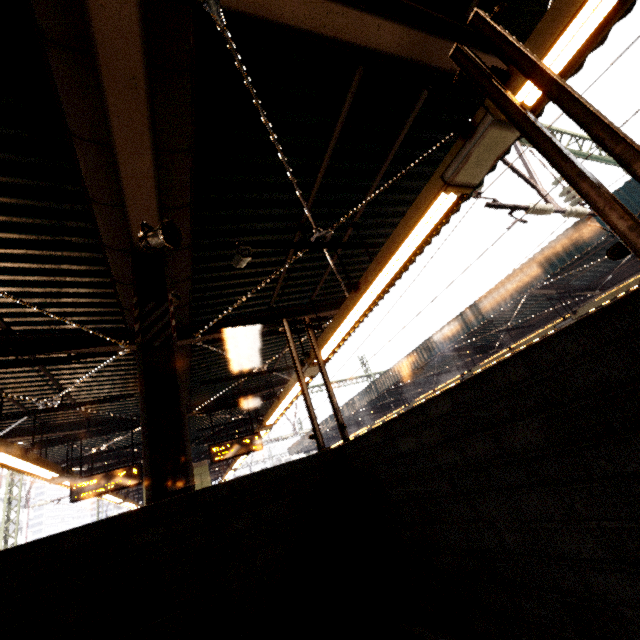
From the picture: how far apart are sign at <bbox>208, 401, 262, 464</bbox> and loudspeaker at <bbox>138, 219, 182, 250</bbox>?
7.3 meters

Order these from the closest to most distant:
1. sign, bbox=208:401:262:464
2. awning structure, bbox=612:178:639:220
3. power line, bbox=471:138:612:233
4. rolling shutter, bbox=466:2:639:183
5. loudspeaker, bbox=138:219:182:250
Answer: rolling shutter, bbox=466:2:639:183 → loudspeaker, bbox=138:219:182:250 → power line, bbox=471:138:612:233 → awning structure, bbox=612:178:639:220 → sign, bbox=208:401:262:464

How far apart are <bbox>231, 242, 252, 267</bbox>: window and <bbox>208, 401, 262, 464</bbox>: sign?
6.80m

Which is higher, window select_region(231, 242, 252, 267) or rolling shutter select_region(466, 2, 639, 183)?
window select_region(231, 242, 252, 267)

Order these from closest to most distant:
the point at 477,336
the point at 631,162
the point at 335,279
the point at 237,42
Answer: the point at 631,162, the point at 237,42, the point at 335,279, the point at 477,336

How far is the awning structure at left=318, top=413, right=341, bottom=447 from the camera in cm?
2377

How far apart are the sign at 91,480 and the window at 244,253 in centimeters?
707cm

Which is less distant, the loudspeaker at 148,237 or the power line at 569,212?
the loudspeaker at 148,237
